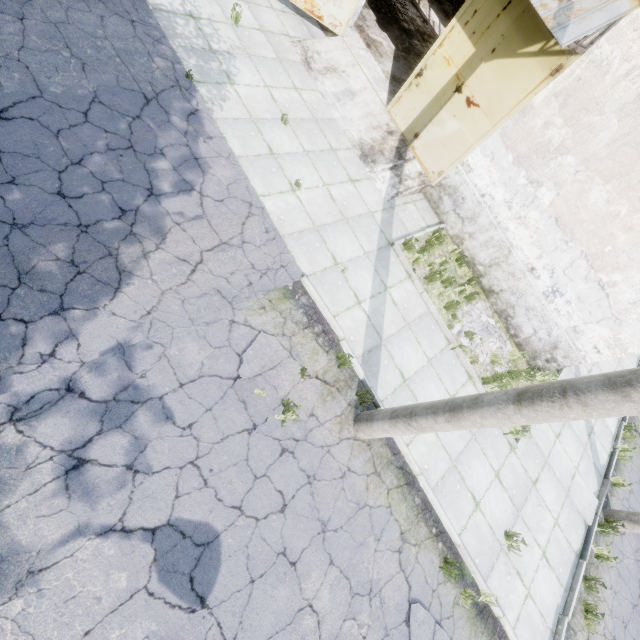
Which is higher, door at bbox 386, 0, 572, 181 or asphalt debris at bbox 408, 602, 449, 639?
door at bbox 386, 0, 572, 181

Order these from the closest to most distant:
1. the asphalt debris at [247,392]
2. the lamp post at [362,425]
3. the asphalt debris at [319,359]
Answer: the lamp post at [362,425]
the asphalt debris at [247,392]
the asphalt debris at [319,359]

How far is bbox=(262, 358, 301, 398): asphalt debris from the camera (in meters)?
5.53

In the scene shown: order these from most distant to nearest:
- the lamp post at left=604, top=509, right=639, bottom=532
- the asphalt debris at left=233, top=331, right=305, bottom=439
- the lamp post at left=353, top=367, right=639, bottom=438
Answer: the lamp post at left=604, top=509, right=639, bottom=532, the asphalt debris at left=233, top=331, right=305, bottom=439, the lamp post at left=353, top=367, right=639, bottom=438

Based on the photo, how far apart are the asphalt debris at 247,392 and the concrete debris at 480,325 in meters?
4.0

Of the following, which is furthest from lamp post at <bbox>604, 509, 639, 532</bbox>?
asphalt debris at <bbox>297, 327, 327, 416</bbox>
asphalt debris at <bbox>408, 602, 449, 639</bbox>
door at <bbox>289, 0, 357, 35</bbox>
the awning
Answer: door at <bbox>289, 0, 357, 35</bbox>

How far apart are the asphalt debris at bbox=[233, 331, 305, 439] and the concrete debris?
4.02m

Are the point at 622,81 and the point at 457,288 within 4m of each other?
no
